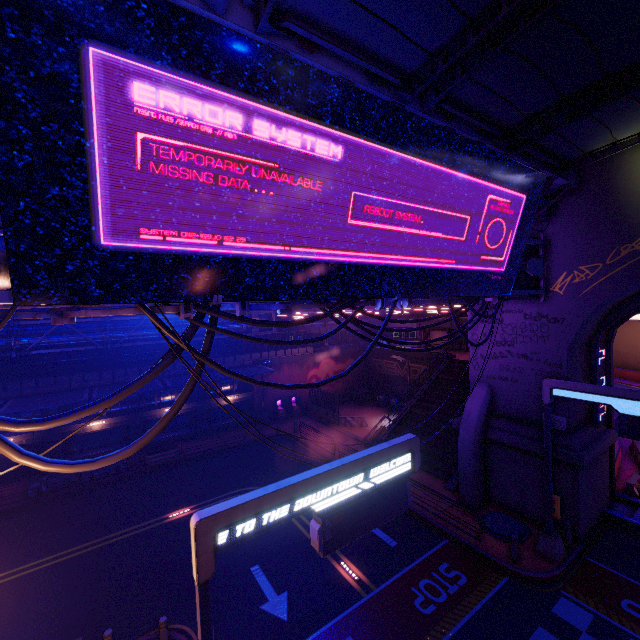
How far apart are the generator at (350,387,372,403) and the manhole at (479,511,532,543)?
19.4 meters

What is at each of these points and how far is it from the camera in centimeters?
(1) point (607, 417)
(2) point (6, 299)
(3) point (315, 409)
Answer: (1) tunnel, 1670cm
(2) pipe, 454cm
(3) fence, 3194cm

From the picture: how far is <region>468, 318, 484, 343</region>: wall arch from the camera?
17.20m

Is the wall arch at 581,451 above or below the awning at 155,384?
below

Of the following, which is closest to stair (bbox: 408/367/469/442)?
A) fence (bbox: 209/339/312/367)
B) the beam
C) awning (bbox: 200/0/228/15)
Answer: the beam

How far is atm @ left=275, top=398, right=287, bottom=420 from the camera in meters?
30.8

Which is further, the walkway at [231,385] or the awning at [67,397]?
the walkway at [231,385]

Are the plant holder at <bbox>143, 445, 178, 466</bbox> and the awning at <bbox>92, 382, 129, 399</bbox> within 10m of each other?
yes
